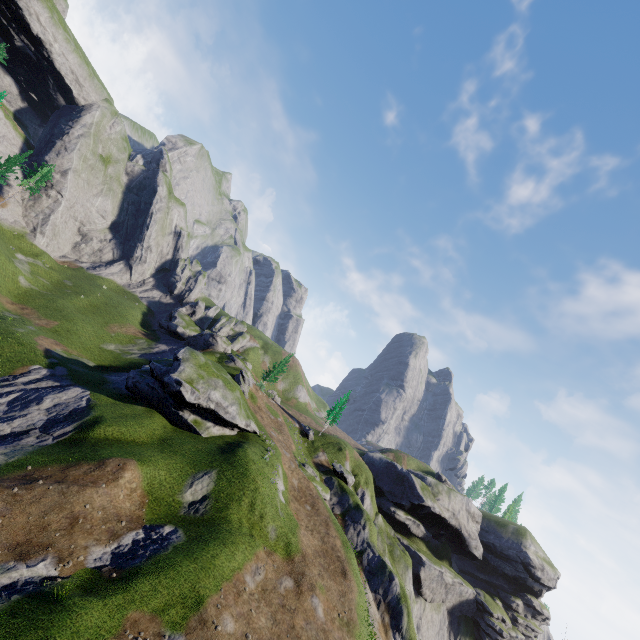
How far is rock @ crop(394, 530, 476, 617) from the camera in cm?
5528

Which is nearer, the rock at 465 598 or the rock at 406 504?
the rock at 465 598

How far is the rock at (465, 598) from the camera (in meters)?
55.28

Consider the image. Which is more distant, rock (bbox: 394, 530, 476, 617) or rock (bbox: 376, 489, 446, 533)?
rock (bbox: 376, 489, 446, 533)

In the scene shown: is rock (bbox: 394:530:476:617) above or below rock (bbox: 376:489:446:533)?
below

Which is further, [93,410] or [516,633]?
[516,633]
